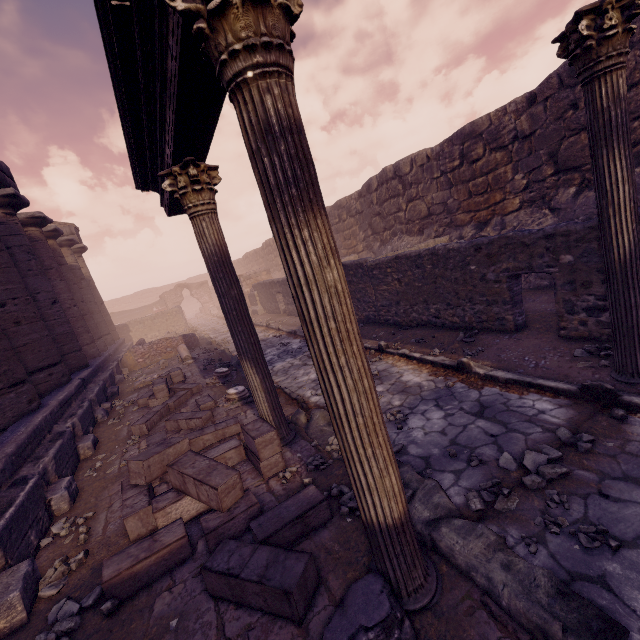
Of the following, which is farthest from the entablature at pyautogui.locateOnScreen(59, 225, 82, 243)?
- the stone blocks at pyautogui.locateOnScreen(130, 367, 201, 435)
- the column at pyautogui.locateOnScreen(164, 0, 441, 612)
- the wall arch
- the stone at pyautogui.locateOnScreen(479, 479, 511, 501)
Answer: the wall arch

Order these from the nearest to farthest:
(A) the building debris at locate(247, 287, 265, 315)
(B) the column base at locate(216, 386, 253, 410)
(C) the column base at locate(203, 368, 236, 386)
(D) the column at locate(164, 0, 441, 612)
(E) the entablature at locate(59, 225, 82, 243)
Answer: (D) the column at locate(164, 0, 441, 612) → (B) the column base at locate(216, 386, 253, 410) → (C) the column base at locate(203, 368, 236, 386) → (E) the entablature at locate(59, 225, 82, 243) → (A) the building debris at locate(247, 287, 265, 315)

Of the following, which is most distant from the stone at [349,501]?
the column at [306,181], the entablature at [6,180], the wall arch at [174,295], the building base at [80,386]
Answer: the wall arch at [174,295]

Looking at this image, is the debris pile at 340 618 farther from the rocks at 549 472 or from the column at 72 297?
the column at 72 297

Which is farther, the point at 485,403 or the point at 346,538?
the point at 485,403

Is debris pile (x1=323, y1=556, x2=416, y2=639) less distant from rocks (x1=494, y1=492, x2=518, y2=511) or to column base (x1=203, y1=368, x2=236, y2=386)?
rocks (x1=494, y1=492, x2=518, y2=511)

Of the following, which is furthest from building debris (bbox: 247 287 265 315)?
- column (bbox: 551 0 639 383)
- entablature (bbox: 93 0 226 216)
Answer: column (bbox: 551 0 639 383)

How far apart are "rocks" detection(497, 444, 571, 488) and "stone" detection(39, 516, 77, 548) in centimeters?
490cm
